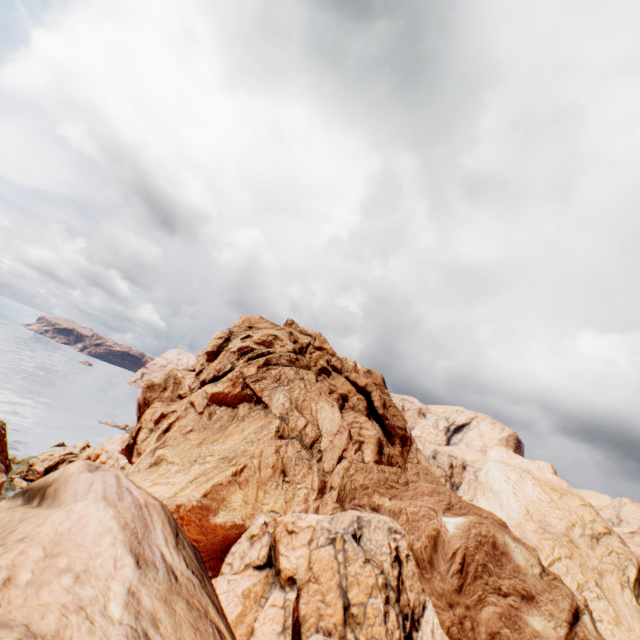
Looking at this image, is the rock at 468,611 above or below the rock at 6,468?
above

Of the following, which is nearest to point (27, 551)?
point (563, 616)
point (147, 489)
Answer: point (563, 616)

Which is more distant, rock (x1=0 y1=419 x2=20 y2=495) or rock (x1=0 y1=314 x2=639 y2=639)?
rock (x1=0 y1=419 x2=20 y2=495)

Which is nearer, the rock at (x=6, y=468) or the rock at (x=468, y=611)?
the rock at (x=468, y=611)

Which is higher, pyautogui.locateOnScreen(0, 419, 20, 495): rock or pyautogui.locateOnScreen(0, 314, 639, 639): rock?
pyautogui.locateOnScreen(0, 314, 639, 639): rock
